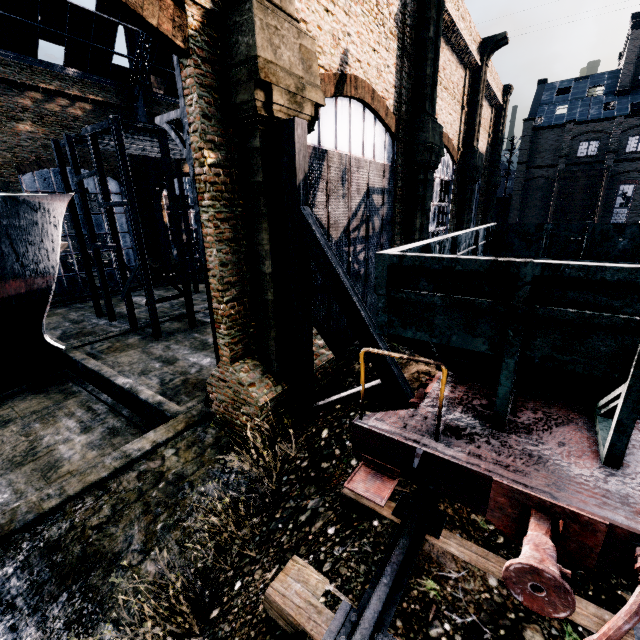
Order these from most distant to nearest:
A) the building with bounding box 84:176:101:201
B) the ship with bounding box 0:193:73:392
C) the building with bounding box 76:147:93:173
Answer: the building with bounding box 84:176:101:201 < the building with bounding box 76:147:93:173 < the ship with bounding box 0:193:73:392

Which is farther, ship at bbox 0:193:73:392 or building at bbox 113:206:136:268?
building at bbox 113:206:136:268

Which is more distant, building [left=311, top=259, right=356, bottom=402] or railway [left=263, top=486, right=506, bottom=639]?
building [left=311, top=259, right=356, bottom=402]

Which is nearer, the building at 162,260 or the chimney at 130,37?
the building at 162,260

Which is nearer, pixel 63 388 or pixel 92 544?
pixel 92 544

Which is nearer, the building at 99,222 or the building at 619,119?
the building at 99,222

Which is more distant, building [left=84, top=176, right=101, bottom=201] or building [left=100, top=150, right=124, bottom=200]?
building [left=100, top=150, right=124, bottom=200]

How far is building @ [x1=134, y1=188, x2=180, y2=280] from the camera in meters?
33.3
